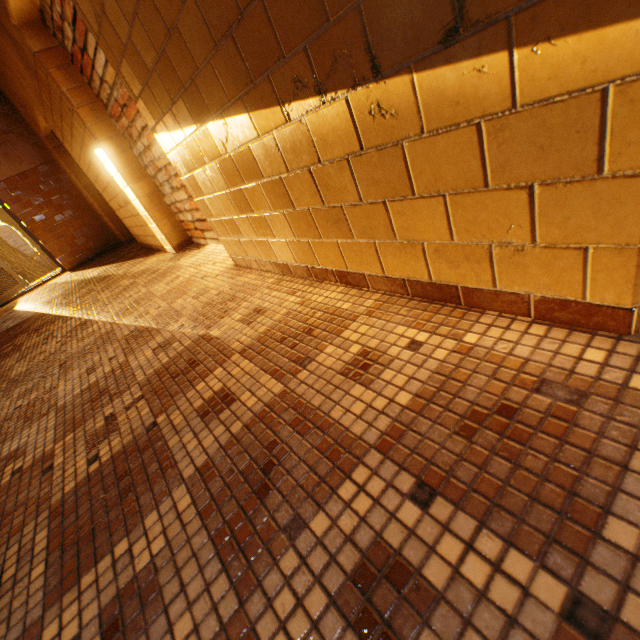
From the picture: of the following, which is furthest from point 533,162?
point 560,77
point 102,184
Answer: point 102,184
